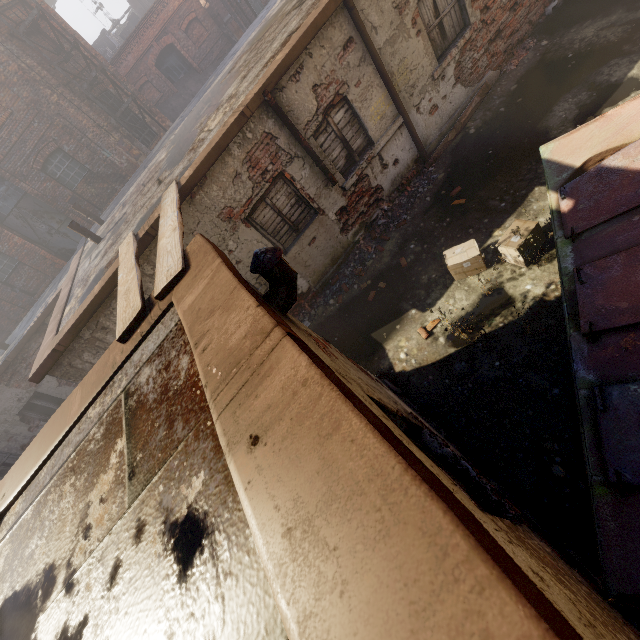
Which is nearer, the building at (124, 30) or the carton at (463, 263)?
the carton at (463, 263)

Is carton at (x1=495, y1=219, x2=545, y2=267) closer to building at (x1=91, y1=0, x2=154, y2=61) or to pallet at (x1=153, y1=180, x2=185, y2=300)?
pallet at (x1=153, y1=180, x2=185, y2=300)

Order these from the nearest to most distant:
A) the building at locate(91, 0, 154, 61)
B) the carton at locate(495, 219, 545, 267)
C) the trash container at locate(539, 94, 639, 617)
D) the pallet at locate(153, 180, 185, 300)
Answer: the trash container at locate(539, 94, 639, 617), the pallet at locate(153, 180, 185, 300), the carton at locate(495, 219, 545, 267), the building at locate(91, 0, 154, 61)

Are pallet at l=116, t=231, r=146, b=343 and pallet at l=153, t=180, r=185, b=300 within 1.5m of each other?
yes

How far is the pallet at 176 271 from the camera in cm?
270

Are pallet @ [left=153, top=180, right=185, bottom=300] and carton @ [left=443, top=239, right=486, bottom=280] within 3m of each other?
no

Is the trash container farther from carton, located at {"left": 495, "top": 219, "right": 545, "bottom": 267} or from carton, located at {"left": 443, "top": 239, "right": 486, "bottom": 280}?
carton, located at {"left": 443, "top": 239, "right": 486, "bottom": 280}

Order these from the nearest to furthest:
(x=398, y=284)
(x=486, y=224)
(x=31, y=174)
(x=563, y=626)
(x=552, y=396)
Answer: (x=563, y=626), (x=552, y=396), (x=486, y=224), (x=398, y=284), (x=31, y=174)
